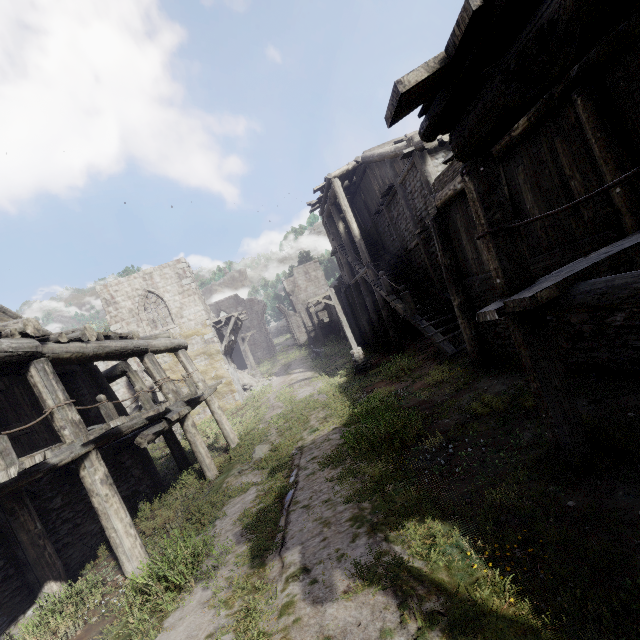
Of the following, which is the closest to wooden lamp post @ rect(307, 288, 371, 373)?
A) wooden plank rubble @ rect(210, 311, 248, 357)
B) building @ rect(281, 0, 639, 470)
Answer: building @ rect(281, 0, 639, 470)

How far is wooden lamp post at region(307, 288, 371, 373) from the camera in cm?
1702

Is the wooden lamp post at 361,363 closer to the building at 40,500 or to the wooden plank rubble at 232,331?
the building at 40,500

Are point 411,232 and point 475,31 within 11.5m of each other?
no

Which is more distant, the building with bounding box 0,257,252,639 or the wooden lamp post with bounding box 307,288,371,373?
the wooden lamp post with bounding box 307,288,371,373

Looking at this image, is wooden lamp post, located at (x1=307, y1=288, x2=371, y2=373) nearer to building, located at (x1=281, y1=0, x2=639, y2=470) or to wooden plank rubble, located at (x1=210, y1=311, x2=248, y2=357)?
building, located at (x1=281, y1=0, x2=639, y2=470)
